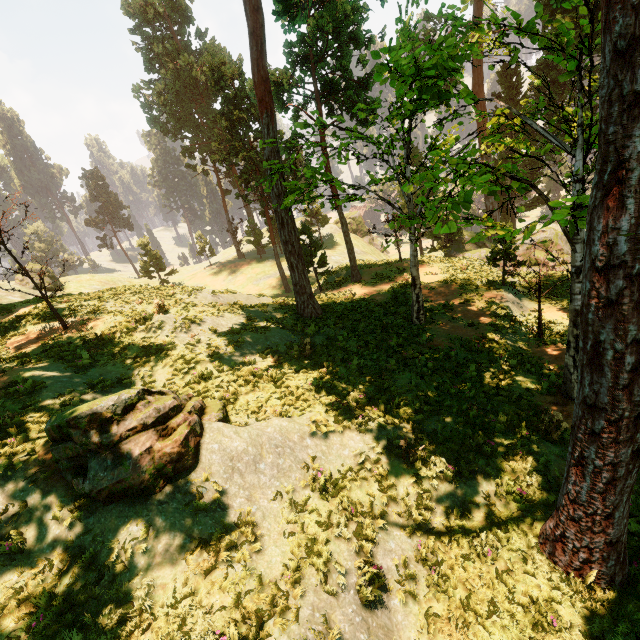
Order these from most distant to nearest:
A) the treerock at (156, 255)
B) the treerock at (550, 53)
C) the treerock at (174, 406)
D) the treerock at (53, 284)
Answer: the treerock at (156, 255), the treerock at (53, 284), the treerock at (174, 406), the treerock at (550, 53)

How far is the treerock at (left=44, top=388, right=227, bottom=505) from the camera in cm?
624

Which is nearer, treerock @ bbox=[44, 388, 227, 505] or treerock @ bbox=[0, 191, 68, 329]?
treerock @ bbox=[44, 388, 227, 505]

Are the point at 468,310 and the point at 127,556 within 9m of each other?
no

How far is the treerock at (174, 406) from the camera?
6.2 meters
